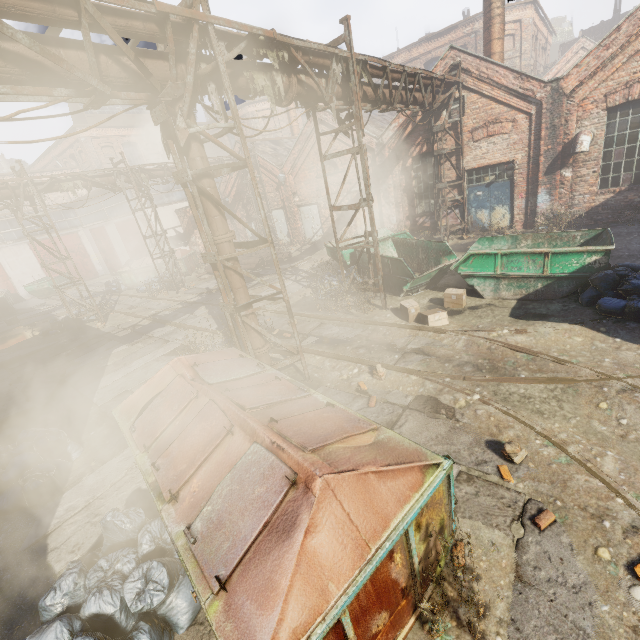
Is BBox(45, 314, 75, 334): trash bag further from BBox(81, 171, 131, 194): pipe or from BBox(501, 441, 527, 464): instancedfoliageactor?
BBox(501, 441, 527, 464): instancedfoliageactor

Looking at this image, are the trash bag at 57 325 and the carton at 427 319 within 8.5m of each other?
no

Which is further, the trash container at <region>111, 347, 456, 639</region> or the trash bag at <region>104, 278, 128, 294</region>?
the trash bag at <region>104, 278, 128, 294</region>

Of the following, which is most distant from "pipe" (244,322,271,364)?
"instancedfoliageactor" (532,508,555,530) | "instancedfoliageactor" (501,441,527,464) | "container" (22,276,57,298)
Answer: "container" (22,276,57,298)

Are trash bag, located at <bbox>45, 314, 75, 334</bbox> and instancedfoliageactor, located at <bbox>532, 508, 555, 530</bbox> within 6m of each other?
no

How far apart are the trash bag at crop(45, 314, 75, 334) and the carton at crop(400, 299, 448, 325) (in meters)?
A: 14.73

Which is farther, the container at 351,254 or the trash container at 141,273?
the trash container at 141,273

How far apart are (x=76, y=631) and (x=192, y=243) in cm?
2337
